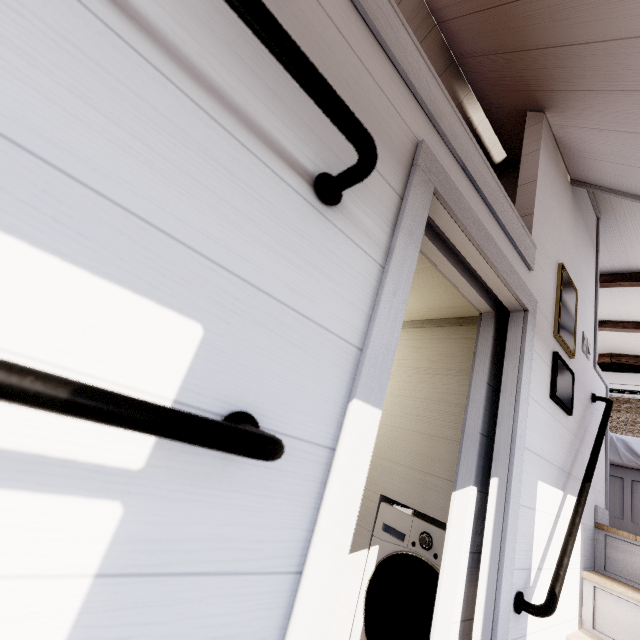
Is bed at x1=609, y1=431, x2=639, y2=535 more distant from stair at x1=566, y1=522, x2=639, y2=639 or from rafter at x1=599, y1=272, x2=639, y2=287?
rafter at x1=599, y1=272, x2=639, y2=287

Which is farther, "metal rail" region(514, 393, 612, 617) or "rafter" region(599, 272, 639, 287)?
"rafter" region(599, 272, 639, 287)

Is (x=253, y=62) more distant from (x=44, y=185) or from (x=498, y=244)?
(x=498, y=244)

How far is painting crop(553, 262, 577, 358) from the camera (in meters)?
1.71

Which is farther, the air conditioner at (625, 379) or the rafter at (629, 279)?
the air conditioner at (625, 379)

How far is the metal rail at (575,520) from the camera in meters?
1.1

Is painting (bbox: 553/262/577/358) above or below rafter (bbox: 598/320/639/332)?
below

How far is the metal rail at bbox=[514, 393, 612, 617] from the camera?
1.14m
